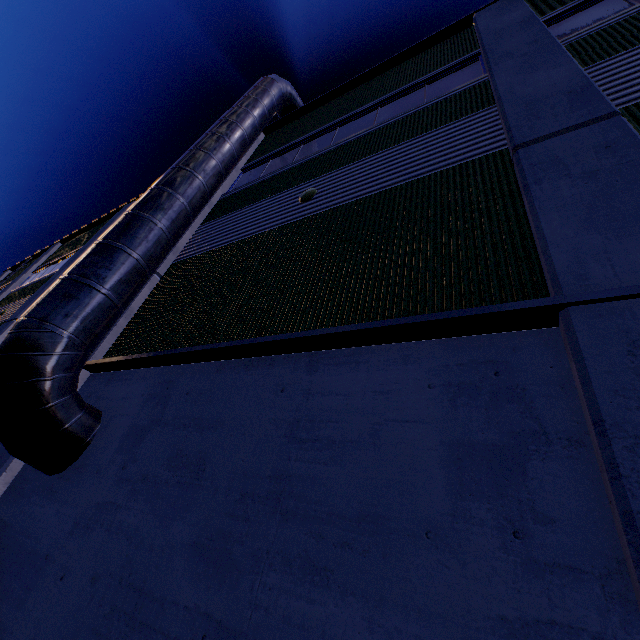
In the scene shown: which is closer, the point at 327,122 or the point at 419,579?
the point at 419,579

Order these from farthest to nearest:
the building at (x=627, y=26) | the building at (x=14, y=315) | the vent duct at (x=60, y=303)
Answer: the building at (x=14, y=315), the vent duct at (x=60, y=303), the building at (x=627, y=26)

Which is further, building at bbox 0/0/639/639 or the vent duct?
the vent duct

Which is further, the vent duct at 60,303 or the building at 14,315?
the building at 14,315

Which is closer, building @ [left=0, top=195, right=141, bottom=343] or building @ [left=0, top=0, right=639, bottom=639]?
building @ [left=0, top=0, right=639, bottom=639]

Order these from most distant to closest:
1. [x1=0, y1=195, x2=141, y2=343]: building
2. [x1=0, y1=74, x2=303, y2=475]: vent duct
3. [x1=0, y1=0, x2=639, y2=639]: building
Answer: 1. [x1=0, y1=195, x2=141, y2=343]: building
2. [x1=0, y1=74, x2=303, y2=475]: vent duct
3. [x1=0, y1=0, x2=639, y2=639]: building
